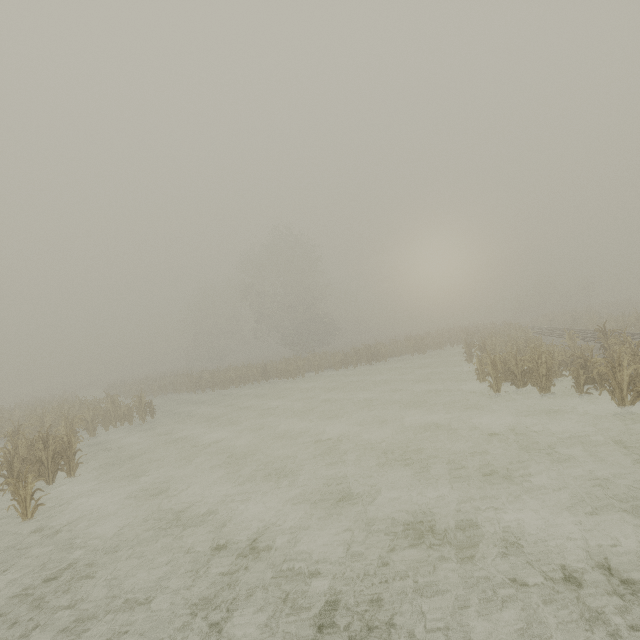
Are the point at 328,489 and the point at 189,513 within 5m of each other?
yes
